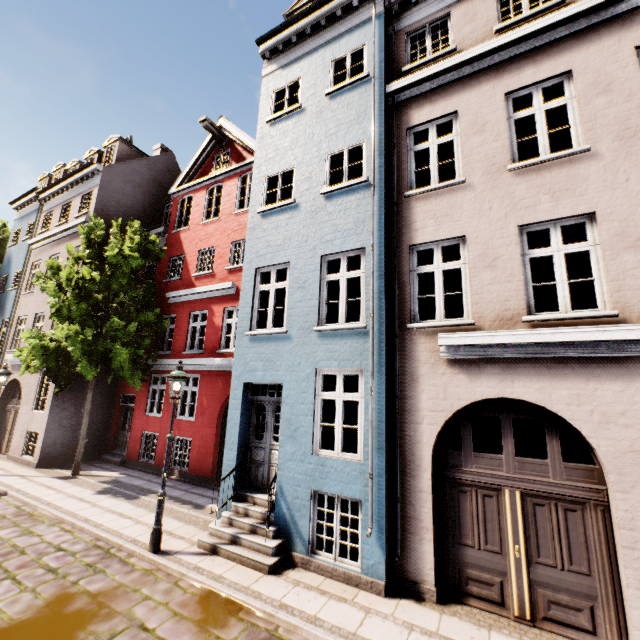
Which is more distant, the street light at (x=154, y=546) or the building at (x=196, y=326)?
the street light at (x=154, y=546)

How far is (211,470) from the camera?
11.38m

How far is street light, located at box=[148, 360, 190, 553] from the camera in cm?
657

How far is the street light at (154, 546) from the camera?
6.57m

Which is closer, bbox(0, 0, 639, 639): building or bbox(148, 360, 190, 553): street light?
bbox(0, 0, 639, 639): building
